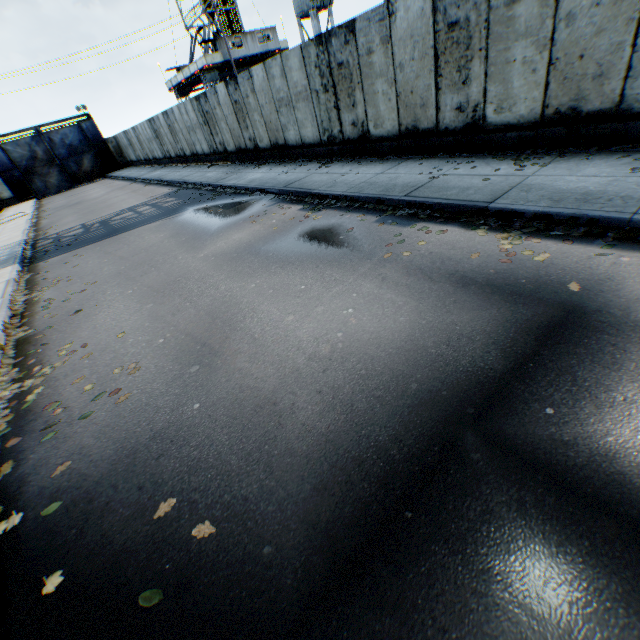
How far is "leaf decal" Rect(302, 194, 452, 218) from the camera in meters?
6.2 m

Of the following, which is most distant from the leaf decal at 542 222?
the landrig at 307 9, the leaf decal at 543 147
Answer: the landrig at 307 9

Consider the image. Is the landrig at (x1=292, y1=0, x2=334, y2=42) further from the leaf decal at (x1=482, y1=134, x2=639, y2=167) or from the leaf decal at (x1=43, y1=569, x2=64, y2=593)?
the leaf decal at (x1=43, y1=569, x2=64, y2=593)

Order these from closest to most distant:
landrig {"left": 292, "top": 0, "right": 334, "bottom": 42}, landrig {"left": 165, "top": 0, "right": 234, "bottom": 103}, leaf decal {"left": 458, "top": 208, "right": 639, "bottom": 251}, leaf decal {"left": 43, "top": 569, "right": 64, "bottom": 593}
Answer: leaf decal {"left": 43, "top": 569, "right": 64, "bottom": 593} → leaf decal {"left": 458, "top": 208, "right": 639, "bottom": 251} → landrig {"left": 292, "top": 0, "right": 334, "bottom": 42} → landrig {"left": 165, "top": 0, "right": 234, "bottom": 103}

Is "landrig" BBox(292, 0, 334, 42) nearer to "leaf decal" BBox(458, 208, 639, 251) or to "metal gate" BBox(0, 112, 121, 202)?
"leaf decal" BBox(458, 208, 639, 251)

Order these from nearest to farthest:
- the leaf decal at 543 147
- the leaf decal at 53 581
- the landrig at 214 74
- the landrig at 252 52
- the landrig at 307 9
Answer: the leaf decal at 53 581 → the leaf decal at 543 147 → the landrig at 307 9 → the landrig at 214 74 → the landrig at 252 52

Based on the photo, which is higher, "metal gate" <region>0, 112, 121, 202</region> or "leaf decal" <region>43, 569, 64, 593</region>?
"metal gate" <region>0, 112, 121, 202</region>

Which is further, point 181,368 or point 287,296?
point 287,296
